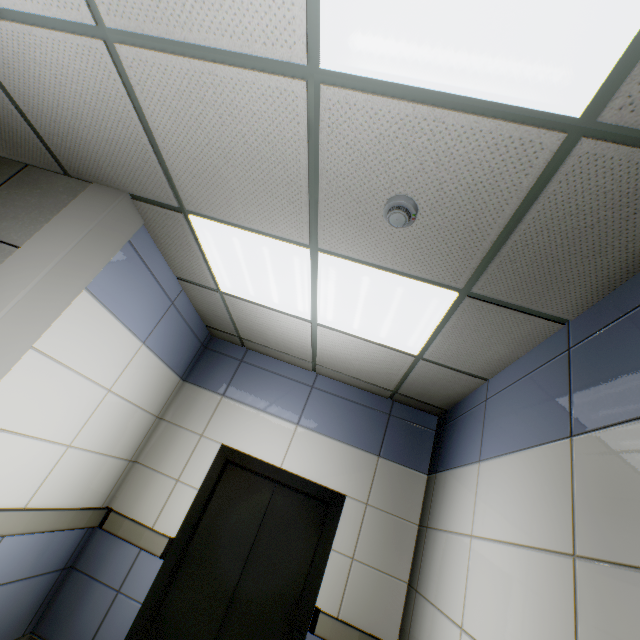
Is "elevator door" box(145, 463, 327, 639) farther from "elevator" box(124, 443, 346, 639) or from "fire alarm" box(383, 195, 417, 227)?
"fire alarm" box(383, 195, 417, 227)

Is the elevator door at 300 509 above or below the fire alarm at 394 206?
below

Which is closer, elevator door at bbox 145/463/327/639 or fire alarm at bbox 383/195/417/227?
fire alarm at bbox 383/195/417/227

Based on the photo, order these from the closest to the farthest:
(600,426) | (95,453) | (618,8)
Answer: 1. (618,8)
2. (600,426)
3. (95,453)

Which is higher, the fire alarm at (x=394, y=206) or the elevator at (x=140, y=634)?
the fire alarm at (x=394, y=206)

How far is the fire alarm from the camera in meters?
1.6

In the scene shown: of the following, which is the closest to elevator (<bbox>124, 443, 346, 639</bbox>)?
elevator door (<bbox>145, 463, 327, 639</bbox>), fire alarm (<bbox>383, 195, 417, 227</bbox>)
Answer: elevator door (<bbox>145, 463, 327, 639</bbox>)
